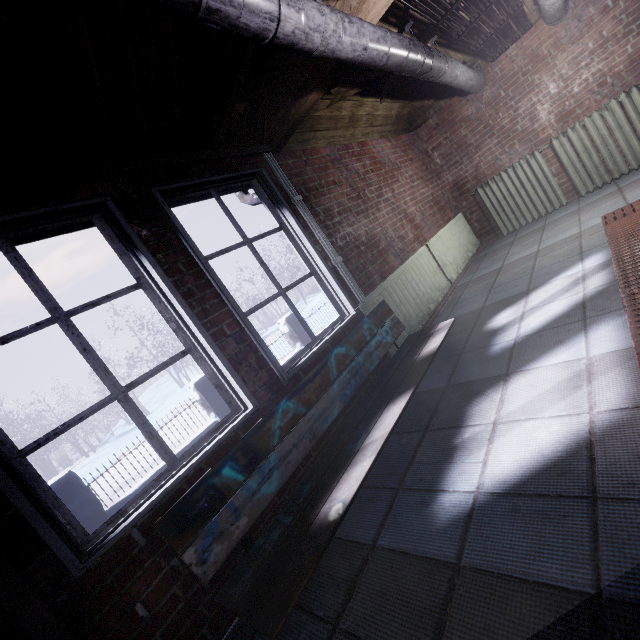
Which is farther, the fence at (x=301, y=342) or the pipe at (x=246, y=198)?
the fence at (x=301, y=342)

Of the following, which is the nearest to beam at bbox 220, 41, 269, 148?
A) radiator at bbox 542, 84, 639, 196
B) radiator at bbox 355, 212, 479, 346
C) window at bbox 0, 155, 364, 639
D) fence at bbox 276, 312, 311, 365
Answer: window at bbox 0, 155, 364, 639

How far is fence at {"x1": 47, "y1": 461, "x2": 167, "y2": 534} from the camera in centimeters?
433cm

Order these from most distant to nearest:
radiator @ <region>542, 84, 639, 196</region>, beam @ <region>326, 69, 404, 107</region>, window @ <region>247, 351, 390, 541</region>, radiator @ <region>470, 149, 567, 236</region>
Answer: radiator @ <region>470, 149, 567, 236</region> → radiator @ <region>542, 84, 639, 196</region> → beam @ <region>326, 69, 404, 107</region> → window @ <region>247, 351, 390, 541</region>

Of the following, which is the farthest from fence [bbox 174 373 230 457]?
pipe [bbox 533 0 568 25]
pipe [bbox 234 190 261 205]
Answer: pipe [bbox 533 0 568 25]

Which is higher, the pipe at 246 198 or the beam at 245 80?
the beam at 245 80

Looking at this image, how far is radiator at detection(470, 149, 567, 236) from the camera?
4.07m

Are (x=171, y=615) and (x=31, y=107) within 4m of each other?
yes
